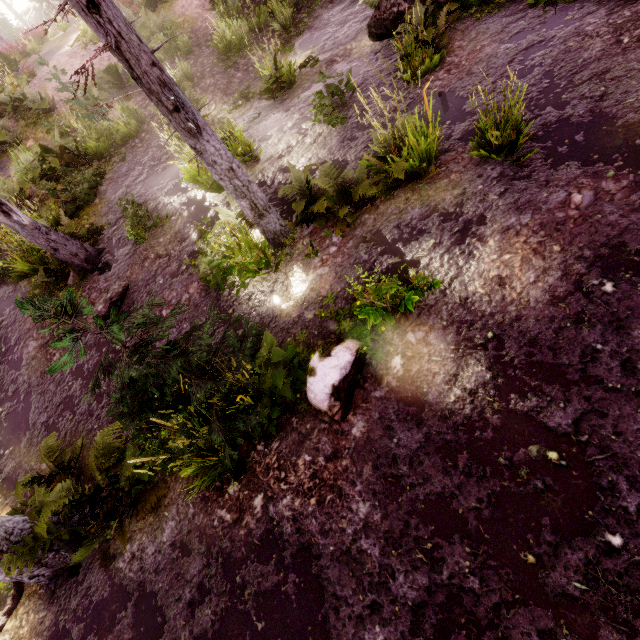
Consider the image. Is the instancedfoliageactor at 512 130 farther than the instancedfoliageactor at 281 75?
No

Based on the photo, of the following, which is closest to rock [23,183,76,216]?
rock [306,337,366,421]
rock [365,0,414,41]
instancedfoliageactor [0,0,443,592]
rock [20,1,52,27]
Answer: instancedfoliageactor [0,0,443,592]

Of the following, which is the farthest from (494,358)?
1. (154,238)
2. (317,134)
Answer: (154,238)

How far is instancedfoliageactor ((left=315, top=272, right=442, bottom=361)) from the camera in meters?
3.3 m

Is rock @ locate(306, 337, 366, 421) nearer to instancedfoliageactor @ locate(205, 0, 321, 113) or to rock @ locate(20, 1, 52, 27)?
instancedfoliageactor @ locate(205, 0, 321, 113)

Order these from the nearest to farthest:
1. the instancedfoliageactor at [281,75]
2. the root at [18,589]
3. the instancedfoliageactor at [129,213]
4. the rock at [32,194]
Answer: the root at [18,589] → the instancedfoliageactor at [129,213] → the instancedfoliageactor at [281,75] → the rock at [32,194]

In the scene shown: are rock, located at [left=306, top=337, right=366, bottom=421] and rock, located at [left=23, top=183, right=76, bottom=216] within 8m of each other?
no

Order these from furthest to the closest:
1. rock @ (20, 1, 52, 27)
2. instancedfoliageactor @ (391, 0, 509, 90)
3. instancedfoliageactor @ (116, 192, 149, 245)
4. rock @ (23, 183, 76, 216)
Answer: rock @ (20, 1, 52, 27)
rock @ (23, 183, 76, 216)
instancedfoliageactor @ (116, 192, 149, 245)
instancedfoliageactor @ (391, 0, 509, 90)
